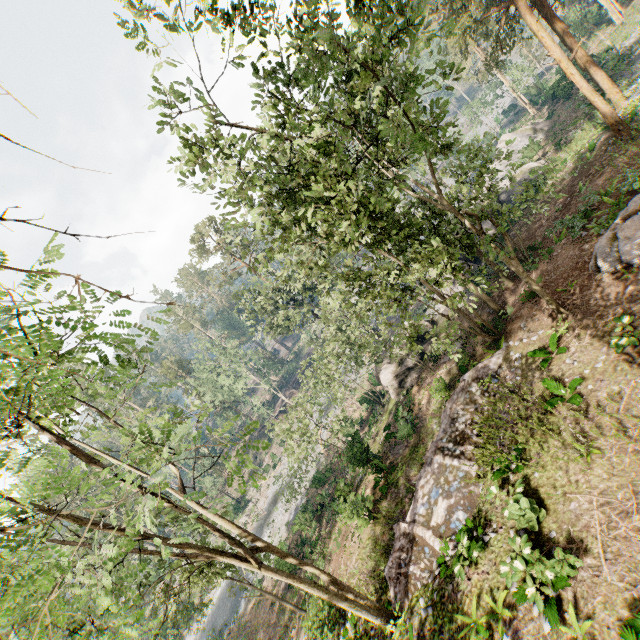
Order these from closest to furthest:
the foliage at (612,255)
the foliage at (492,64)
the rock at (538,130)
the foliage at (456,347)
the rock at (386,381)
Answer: the foliage at (492,64) < the foliage at (612,255) < the foliage at (456,347) < the rock at (386,381) < the rock at (538,130)

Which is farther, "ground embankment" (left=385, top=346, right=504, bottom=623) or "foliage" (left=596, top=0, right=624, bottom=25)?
"foliage" (left=596, top=0, right=624, bottom=25)

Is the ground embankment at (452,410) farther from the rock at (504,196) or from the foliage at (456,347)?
the rock at (504,196)

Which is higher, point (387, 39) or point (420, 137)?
point (387, 39)

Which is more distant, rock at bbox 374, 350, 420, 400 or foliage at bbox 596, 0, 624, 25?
foliage at bbox 596, 0, 624, 25

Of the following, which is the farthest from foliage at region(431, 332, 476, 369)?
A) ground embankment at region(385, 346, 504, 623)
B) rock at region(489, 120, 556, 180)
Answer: rock at region(489, 120, 556, 180)

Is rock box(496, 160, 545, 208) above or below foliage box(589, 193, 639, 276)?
below
